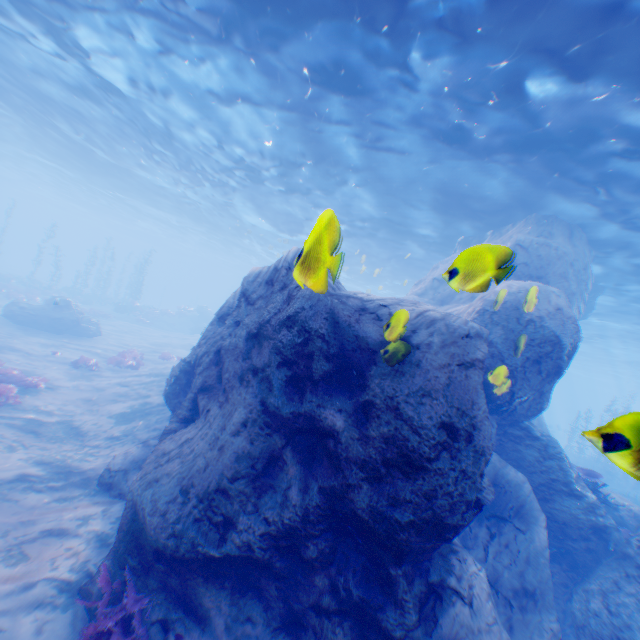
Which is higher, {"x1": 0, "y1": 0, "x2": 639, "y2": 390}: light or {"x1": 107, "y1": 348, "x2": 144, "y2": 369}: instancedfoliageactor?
{"x1": 0, "y1": 0, "x2": 639, "y2": 390}: light

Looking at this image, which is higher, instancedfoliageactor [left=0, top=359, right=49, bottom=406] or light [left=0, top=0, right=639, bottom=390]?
light [left=0, top=0, right=639, bottom=390]

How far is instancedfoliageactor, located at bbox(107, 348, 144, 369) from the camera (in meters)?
17.45

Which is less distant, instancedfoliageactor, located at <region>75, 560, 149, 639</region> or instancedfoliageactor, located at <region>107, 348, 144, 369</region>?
instancedfoliageactor, located at <region>75, 560, 149, 639</region>

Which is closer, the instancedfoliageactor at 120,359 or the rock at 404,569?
the rock at 404,569

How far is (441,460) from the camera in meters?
4.4 m

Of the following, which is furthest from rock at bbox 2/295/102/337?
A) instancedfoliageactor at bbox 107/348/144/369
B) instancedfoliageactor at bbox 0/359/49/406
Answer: instancedfoliageactor at bbox 107/348/144/369

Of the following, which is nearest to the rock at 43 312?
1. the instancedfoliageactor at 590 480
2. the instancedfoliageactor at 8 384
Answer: the instancedfoliageactor at 590 480
